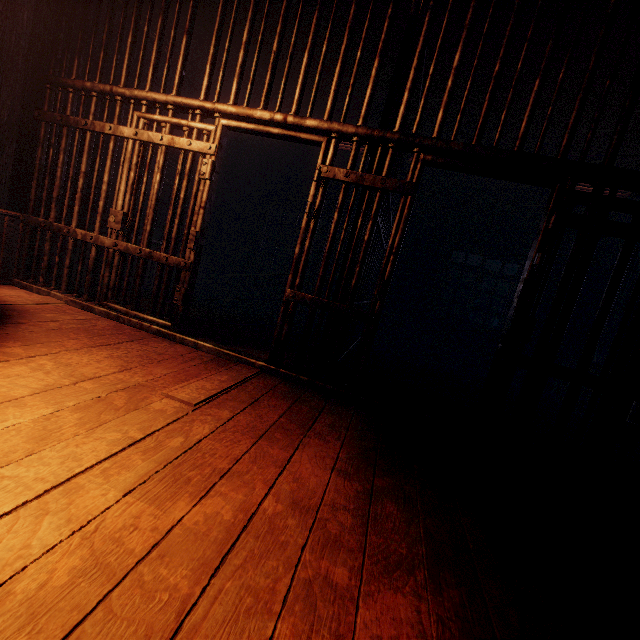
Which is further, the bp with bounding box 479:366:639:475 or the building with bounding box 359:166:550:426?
the building with bounding box 359:166:550:426

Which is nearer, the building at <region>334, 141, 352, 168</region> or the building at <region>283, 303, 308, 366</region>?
the building at <region>283, 303, 308, 366</region>

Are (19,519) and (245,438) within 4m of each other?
yes

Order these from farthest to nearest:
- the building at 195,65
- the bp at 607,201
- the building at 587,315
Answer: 1. the building at 587,315
2. the building at 195,65
3. the bp at 607,201

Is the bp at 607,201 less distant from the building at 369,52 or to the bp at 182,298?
the building at 369,52

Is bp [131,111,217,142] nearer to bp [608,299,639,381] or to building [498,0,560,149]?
building [498,0,560,149]

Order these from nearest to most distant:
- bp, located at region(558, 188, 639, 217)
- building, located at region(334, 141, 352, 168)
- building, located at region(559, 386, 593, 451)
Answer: bp, located at region(558, 188, 639, 217), building, located at region(559, 386, 593, 451), building, located at region(334, 141, 352, 168)

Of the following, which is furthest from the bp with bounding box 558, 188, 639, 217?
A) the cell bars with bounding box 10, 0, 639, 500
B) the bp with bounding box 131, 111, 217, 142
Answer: the bp with bounding box 131, 111, 217, 142
